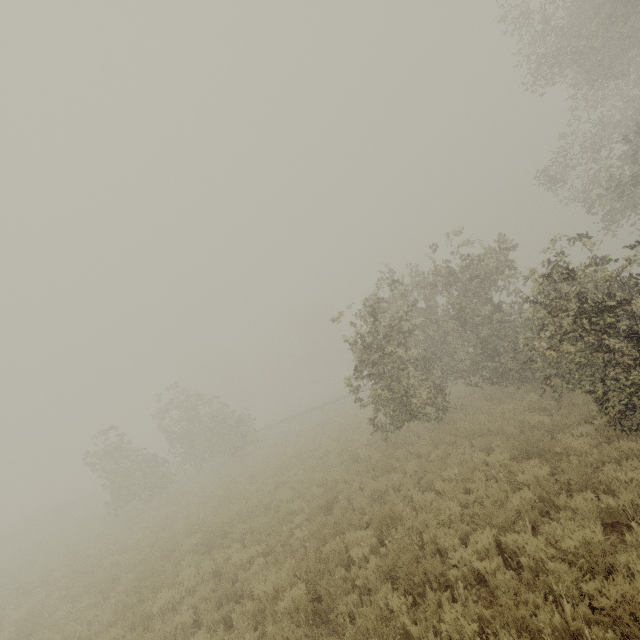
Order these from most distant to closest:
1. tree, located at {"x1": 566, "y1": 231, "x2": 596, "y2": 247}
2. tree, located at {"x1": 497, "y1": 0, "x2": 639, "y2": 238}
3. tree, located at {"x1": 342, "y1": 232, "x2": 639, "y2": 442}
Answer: tree, located at {"x1": 497, "y1": 0, "x2": 639, "y2": 238} → tree, located at {"x1": 566, "y1": 231, "x2": 596, "y2": 247} → tree, located at {"x1": 342, "y1": 232, "x2": 639, "y2": 442}

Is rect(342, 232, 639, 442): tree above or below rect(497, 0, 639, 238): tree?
below

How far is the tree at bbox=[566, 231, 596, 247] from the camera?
8.8 meters

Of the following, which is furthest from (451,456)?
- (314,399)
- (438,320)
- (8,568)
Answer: (314,399)

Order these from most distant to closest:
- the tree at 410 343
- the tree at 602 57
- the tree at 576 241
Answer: the tree at 602 57 < the tree at 576 241 < the tree at 410 343

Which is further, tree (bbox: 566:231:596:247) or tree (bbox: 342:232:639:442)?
tree (bbox: 566:231:596:247)

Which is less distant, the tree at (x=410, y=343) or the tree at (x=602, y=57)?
the tree at (x=410, y=343)
